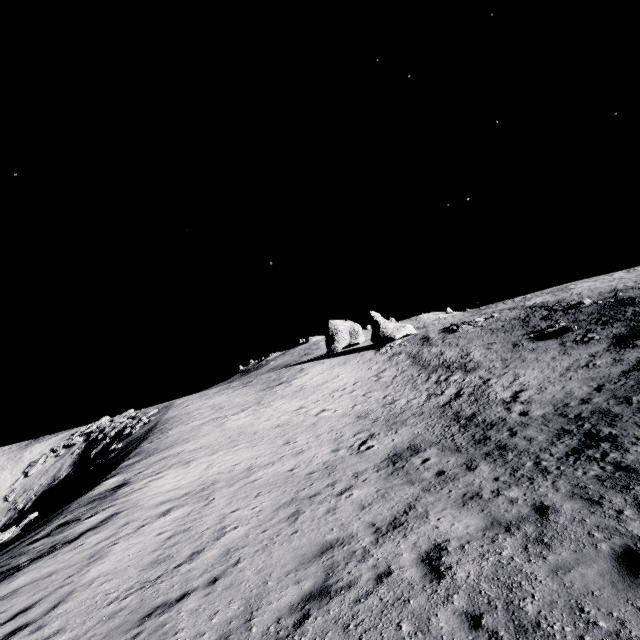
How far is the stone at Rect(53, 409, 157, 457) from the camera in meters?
40.7 m

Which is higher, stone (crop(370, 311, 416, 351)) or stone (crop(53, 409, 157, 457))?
stone (crop(370, 311, 416, 351))

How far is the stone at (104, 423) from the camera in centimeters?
4072cm

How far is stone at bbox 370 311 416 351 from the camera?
48.6m

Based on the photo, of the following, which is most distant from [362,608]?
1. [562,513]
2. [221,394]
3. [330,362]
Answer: [330,362]

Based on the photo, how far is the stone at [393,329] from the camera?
48.6m

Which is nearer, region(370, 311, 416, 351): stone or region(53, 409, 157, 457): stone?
region(53, 409, 157, 457): stone
